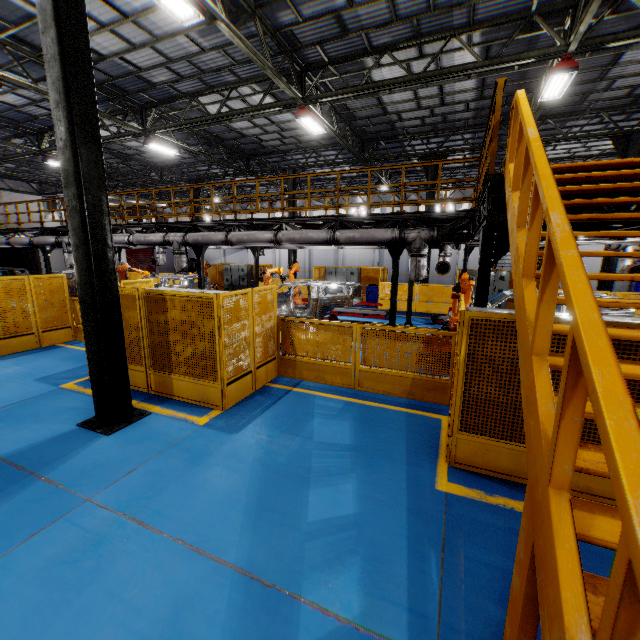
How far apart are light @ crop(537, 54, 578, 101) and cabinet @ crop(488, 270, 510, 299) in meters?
8.1 m

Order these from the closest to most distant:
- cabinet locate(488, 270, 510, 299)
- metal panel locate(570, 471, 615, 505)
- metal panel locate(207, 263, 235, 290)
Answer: metal panel locate(570, 471, 615, 505)
cabinet locate(488, 270, 510, 299)
metal panel locate(207, 263, 235, 290)

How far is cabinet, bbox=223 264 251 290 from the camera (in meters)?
22.50

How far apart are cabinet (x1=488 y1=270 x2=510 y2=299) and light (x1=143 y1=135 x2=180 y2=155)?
15.5m

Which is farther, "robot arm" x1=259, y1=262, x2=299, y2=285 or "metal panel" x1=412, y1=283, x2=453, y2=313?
"metal panel" x1=412, y1=283, x2=453, y2=313

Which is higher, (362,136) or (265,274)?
(362,136)

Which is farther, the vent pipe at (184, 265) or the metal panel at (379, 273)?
the metal panel at (379, 273)

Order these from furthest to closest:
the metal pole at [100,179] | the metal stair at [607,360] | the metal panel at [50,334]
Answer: the metal panel at [50,334] → the metal pole at [100,179] → the metal stair at [607,360]
